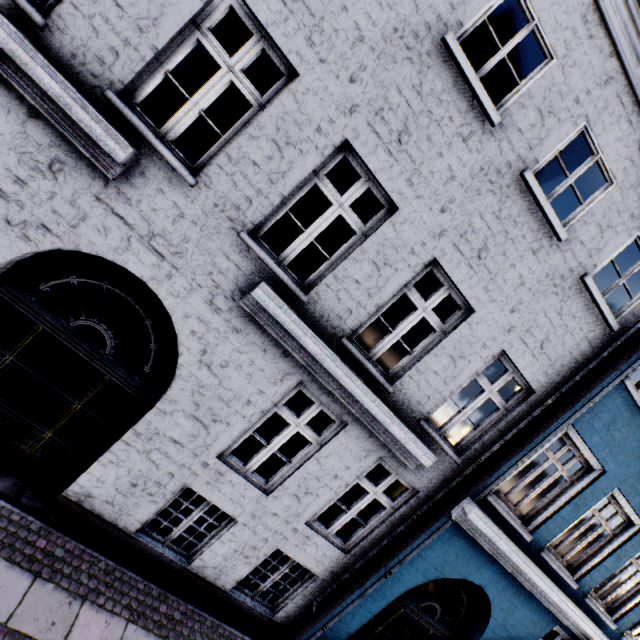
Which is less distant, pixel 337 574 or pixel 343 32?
pixel 343 32
